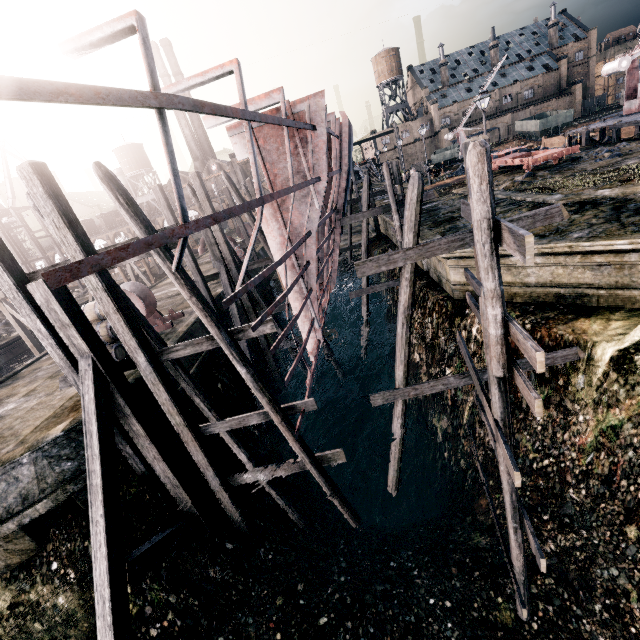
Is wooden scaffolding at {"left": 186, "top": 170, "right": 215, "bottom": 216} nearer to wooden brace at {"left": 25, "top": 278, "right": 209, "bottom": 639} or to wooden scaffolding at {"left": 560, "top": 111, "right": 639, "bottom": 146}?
wooden brace at {"left": 25, "top": 278, "right": 209, "bottom": 639}

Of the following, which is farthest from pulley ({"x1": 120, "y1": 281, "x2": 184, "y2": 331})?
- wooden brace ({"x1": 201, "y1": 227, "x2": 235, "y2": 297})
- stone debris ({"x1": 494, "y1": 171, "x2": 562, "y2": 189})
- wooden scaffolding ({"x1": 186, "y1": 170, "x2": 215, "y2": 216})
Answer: stone debris ({"x1": 494, "y1": 171, "x2": 562, "y2": 189})

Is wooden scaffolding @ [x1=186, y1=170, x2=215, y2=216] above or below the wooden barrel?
above

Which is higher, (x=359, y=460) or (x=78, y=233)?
(x=78, y=233)

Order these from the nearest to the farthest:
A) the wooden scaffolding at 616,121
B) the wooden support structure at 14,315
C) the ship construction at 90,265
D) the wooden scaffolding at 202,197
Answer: the ship construction at 90,265 → the wooden scaffolding at 202,197 → the wooden support structure at 14,315 → the wooden scaffolding at 616,121

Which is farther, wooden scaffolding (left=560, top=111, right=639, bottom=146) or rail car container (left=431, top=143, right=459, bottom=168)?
rail car container (left=431, top=143, right=459, bottom=168)

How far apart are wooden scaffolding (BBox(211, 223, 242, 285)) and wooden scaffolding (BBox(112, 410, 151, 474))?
8.3 meters

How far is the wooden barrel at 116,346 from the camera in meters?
13.0 m
